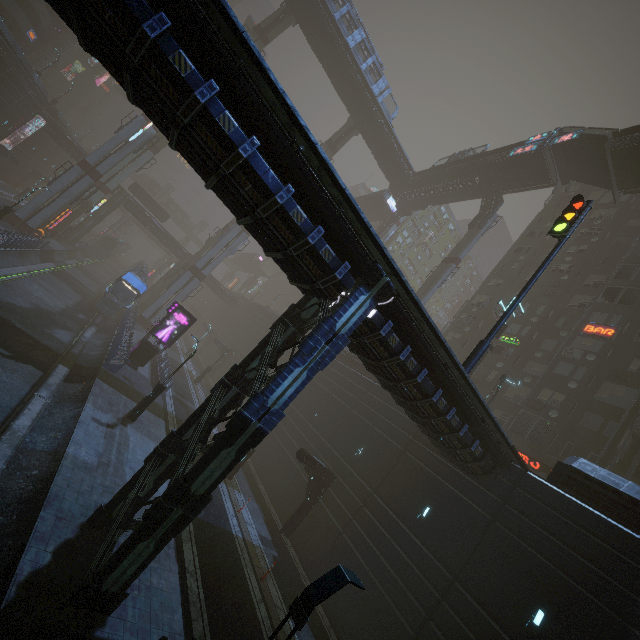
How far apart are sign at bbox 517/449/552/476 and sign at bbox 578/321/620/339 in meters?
11.4

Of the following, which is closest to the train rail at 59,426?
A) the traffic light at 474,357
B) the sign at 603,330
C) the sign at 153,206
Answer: the sign at 153,206

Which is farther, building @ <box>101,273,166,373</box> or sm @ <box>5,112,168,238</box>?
sm @ <box>5,112,168,238</box>

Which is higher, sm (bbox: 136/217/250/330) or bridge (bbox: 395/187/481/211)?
bridge (bbox: 395/187/481/211)

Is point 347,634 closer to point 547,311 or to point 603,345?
point 603,345

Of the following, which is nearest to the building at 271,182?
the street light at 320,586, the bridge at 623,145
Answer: the street light at 320,586

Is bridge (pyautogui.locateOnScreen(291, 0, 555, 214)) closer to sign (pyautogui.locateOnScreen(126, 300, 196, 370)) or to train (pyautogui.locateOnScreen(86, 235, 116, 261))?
train (pyautogui.locateOnScreen(86, 235, 116, 261))

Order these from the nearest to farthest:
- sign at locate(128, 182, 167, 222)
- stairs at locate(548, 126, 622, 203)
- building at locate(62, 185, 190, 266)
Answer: stairs at locate(548, 126, 622, 203)
building at locate(62, 185, 190, 266)
sign at locate(128, 182, 167, 222)
